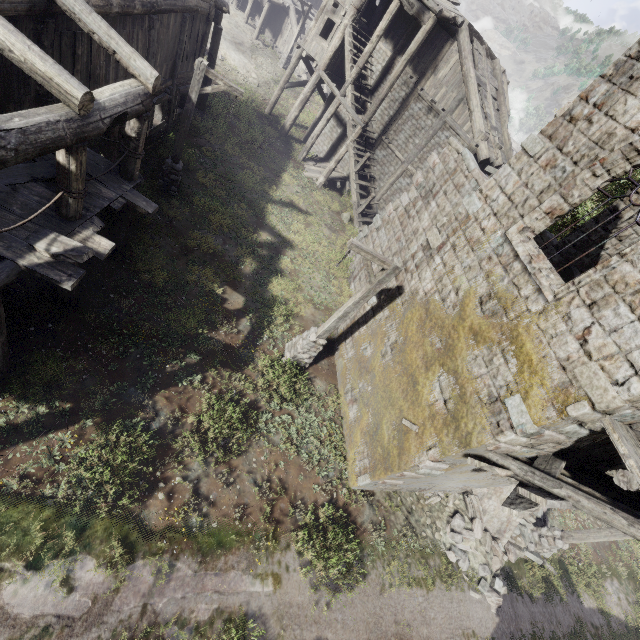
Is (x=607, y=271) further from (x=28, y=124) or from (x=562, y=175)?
(x=28, y=124)

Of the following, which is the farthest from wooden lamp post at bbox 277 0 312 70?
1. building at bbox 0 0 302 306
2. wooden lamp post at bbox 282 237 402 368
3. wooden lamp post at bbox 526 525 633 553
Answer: wooden lamp post at bbox 526 525 633 553

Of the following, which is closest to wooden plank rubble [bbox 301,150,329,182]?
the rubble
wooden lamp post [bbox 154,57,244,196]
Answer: wooden lamp post [bbox 154,57,244,196]

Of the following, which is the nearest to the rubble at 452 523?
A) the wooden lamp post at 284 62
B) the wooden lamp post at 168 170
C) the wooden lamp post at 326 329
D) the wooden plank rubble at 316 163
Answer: the wooden lamp post at 326 329

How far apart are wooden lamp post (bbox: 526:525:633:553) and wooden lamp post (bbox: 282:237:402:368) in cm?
948

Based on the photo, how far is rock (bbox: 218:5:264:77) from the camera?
24.7 meters

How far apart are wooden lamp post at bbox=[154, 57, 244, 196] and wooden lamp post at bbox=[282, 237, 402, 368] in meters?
6.3 m

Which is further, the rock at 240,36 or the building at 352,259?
the rock at 240,36
